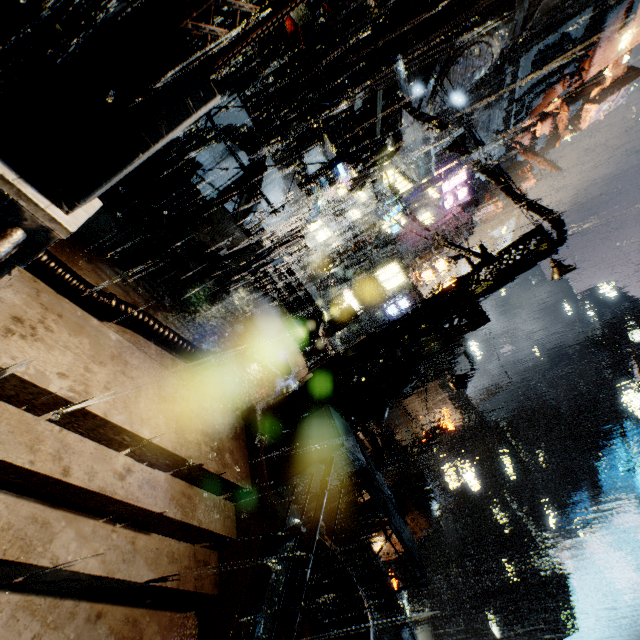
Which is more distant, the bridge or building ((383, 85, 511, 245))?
the bridge

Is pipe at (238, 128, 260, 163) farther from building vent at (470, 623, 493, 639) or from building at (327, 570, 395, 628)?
building vent at (470, 623, 493, 639)

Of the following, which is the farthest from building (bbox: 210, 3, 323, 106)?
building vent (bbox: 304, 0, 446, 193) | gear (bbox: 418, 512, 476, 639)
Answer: gear (bbox: 418, 512, 476, 639)

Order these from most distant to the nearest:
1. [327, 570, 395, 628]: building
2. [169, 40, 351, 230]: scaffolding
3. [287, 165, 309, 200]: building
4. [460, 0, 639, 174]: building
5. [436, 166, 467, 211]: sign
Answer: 1. [460, 0, 639, 174]: building
2. [436, 166, 467, 211]: sign
3. [287, 165, 309, 200]: building
4. [327, 570, 395, 628]: building
5. [169, 40, 351, 230]: scaffolding

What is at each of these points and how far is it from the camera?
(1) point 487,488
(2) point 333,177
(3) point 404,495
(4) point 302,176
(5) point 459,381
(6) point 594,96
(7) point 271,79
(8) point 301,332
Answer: (1) building vent, 50.4 meters
(2) cloth, 25.8 meters
(3) building vent, 20.9 meters
(4) building, 17.3 meters
(5) street light, 17.1 meters
(6) building, 59.2 meters
(7) building, 15.0 meters
(8) bridge, 16.0 meters

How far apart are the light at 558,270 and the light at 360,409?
8.7m

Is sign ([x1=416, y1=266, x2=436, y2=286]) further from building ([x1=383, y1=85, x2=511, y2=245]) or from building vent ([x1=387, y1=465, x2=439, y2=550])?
building vent ([x1=387, y1=465, x2=439, y2=550])

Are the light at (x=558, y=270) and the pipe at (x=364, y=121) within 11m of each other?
yes
